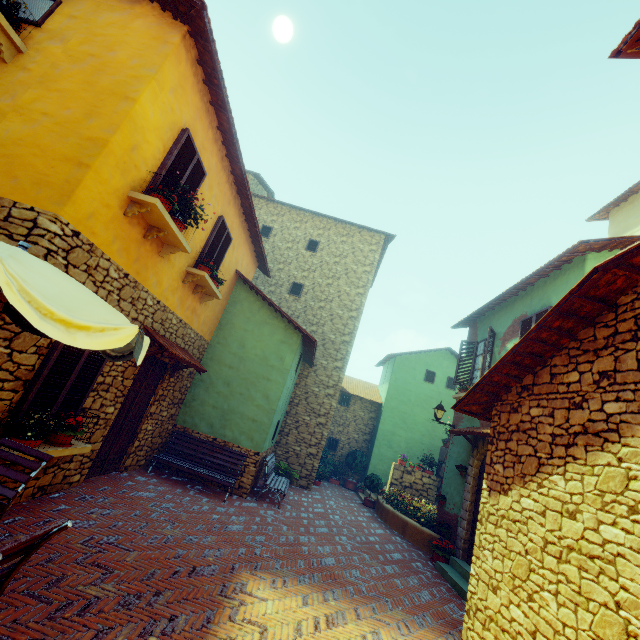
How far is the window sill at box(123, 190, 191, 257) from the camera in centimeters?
492cm

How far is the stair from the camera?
7.0m

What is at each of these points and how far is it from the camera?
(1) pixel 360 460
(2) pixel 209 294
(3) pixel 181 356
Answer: (1) potted tree, 17.0m
(2) window sill, 8.5m
(3) door eaves, 6.8m

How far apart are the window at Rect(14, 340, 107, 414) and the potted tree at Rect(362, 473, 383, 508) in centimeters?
1170cm

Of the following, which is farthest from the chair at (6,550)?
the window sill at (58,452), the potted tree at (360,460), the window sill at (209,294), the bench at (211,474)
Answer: the potted tree at (360,460)

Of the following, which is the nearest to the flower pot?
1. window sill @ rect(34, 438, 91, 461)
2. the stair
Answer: the stair

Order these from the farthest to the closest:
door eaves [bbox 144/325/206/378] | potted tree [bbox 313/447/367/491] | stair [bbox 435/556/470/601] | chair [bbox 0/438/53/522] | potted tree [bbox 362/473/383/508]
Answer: potted tree [bbox 313/447/367/491]
potted tree [bbox 362/473/383/508]
stair [bbox 435/556/470/601]
door eaves [bbox 144/325/206/378]
chair [bbox 0/438/53/522]

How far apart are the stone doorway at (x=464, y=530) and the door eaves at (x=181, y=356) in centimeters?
782cm
